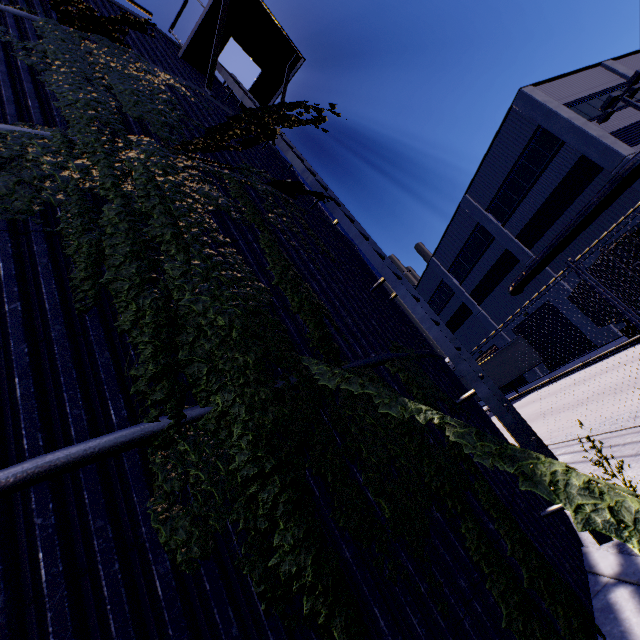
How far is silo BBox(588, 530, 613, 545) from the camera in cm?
319

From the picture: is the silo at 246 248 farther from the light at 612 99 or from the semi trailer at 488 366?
the light at 612 99

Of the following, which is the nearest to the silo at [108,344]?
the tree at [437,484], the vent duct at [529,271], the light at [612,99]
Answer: the tree at [437,484]

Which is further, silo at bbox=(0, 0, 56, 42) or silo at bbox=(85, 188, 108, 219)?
silo at bbox=(0, 0, 56, 42)

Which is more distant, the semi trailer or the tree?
the semi trailer

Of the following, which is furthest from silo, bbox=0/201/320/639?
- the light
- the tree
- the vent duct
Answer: the light

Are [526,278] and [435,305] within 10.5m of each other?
no

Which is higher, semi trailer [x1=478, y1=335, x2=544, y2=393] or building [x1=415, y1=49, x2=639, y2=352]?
building [x1=415, y1=49, x2=639, y2=352]
